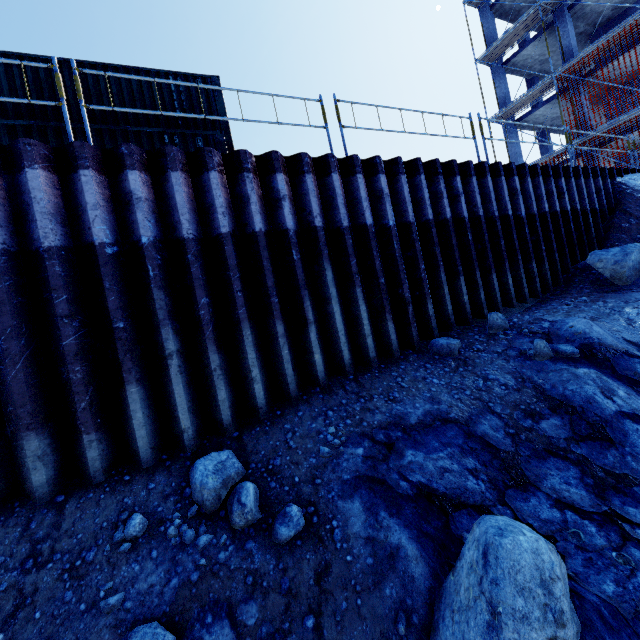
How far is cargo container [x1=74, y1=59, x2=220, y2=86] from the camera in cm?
848

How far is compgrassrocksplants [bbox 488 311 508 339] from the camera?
5.8m

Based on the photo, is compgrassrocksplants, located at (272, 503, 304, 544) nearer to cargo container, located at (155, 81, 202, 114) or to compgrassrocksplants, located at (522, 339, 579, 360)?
compgrassrocksplants, located at (522, 339, 579, 360)

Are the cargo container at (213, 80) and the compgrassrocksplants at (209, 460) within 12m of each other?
yes

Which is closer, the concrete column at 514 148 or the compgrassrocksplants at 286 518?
the compgrassrocksplants at 286 518

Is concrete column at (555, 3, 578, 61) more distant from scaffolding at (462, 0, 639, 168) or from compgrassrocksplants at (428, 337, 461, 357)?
compgrassrocksplants at (428, 337, 461, 357)

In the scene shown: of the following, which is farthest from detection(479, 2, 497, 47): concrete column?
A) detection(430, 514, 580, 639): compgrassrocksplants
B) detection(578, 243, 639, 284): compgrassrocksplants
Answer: detection(430, 514, 580, 639): compgrassrocksplants

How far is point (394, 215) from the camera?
6.1m
